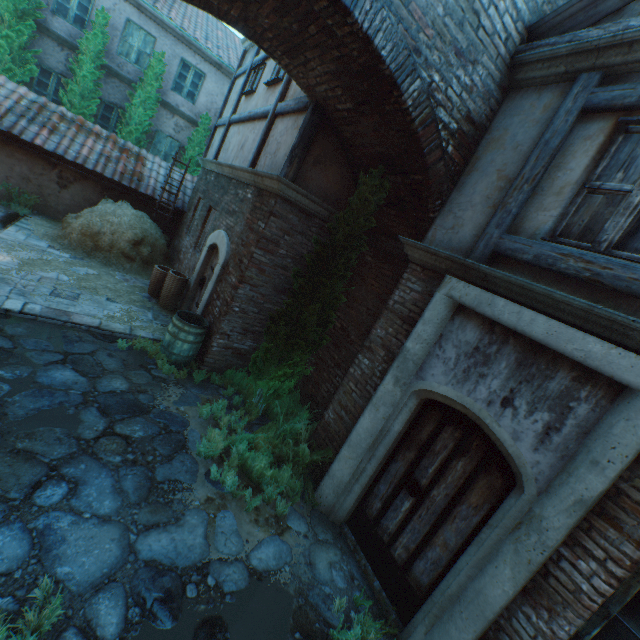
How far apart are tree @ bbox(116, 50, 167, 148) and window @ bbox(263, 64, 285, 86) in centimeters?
767cm

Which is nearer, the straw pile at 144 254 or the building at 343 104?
the building at 343 104

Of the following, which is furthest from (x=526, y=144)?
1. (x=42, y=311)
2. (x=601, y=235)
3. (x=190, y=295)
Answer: (x=42, y=311)

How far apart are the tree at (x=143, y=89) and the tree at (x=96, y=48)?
0.7m

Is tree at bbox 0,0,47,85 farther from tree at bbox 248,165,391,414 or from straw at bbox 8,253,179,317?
tree at bbox 248,165,391,414

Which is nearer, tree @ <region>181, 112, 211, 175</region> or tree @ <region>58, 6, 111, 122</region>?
tree @ <region>58, 6, 111, 122</region>

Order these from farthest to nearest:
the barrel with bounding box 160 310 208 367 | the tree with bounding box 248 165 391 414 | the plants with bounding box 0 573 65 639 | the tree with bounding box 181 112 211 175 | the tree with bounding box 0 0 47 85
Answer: the tree with bounding box 181 112 211 175, the tree with bounding box 0 0 47 85, the barrel with bounding box 160 310 208 367, the tree with bounding box 248 165 391 414, the plants with bounding box 0 573 65 639

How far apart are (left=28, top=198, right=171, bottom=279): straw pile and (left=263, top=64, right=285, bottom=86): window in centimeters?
522cm
